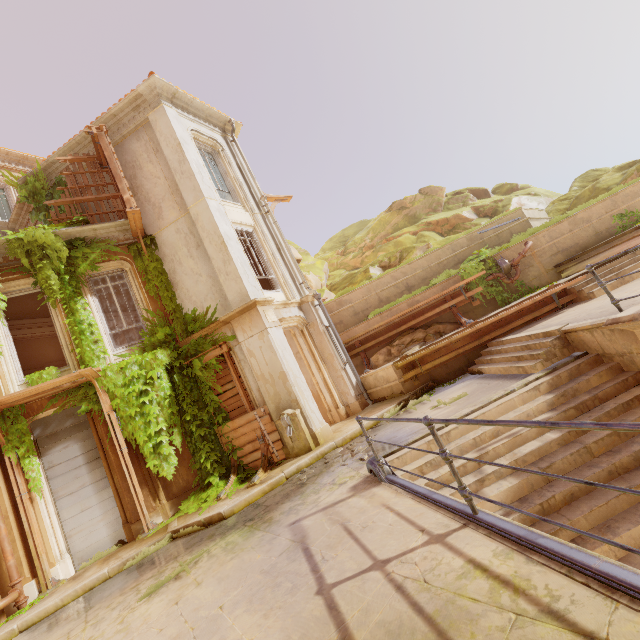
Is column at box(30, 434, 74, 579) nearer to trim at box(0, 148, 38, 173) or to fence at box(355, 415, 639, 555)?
fence at box(355, 415, 639, 555)

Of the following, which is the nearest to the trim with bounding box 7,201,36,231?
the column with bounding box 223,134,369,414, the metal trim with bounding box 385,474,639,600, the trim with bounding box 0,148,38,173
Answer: the trim with bounding box 0,148,38,173

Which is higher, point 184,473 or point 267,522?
point 184,473

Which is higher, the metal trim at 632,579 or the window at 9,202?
the window at 9,202

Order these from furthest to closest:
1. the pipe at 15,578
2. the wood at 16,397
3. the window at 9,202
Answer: the window at 9,202 → the wood at 16,397 → the pipe at 15,578

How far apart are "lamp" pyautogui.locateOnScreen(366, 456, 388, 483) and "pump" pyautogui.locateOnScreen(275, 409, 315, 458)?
3.3m

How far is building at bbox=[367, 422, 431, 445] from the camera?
6.2 meters

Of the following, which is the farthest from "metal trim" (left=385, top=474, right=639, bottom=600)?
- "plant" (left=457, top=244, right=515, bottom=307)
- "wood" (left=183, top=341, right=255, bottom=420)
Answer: "plant" (left=457, top=244, right=515, bottom=307)
